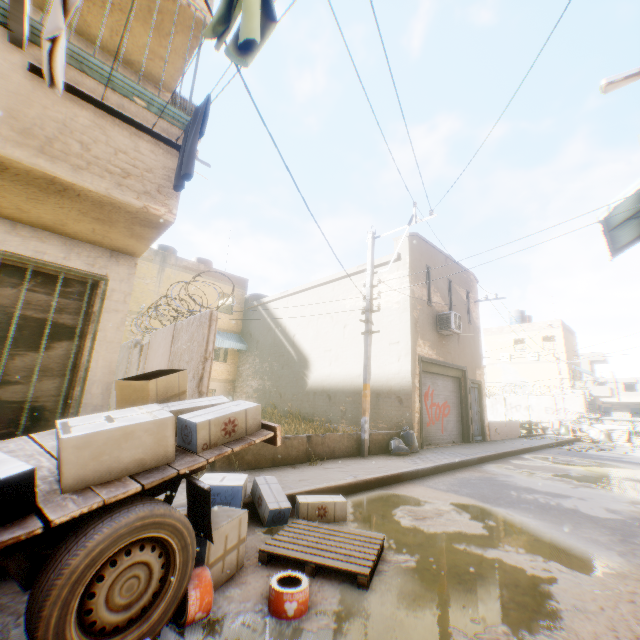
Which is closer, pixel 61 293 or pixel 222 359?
pixel 61 293

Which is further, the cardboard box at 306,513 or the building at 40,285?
the cardboard box at 306,513

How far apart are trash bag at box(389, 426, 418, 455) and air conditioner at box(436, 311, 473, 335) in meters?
2.2

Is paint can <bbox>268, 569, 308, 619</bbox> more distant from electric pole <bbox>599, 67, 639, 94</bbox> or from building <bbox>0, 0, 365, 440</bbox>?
electric pole <bbox>599, 67, 639, 94</bbox>

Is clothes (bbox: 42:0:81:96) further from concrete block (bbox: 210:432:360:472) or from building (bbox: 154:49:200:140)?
concrete block (bbox: 210:432:360:472)

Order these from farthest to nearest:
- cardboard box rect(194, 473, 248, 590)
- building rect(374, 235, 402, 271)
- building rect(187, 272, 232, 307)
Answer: building rect(187, 272, 232, 307)
building rect(374, 235, 402, 271)
cardboard box rect(194, 473, 248, 590)

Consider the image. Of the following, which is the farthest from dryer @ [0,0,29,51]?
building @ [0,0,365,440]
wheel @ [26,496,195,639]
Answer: wheel @ [26,496,195,639]

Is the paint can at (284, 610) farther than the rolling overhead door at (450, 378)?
No
